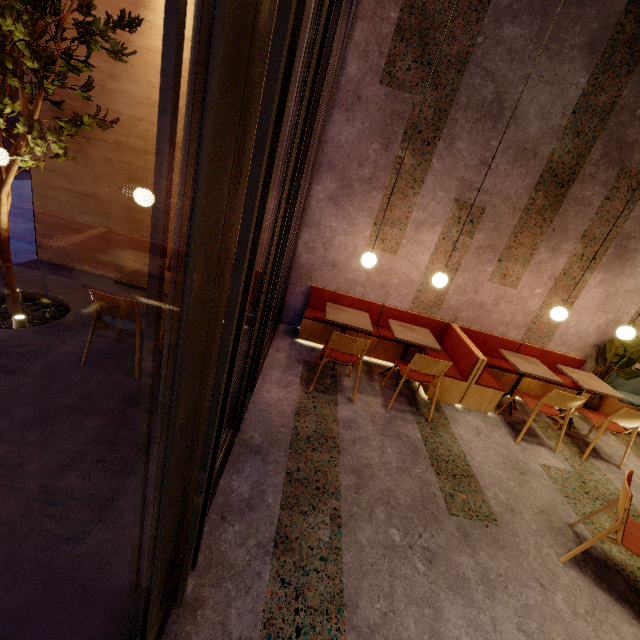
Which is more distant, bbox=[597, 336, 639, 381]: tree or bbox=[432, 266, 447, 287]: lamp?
bbox=[597, 336, 639, 381]: tree

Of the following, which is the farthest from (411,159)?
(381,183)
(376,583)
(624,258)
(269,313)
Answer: (376,583)

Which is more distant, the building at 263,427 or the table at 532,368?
the table at 532,368

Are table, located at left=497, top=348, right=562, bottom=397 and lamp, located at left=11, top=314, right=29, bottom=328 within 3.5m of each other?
no

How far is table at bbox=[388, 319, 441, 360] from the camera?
4.2 meters

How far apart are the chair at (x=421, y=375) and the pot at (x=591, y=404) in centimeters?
323cm

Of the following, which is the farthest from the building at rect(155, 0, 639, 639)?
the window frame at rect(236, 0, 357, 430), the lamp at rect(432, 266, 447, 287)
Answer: the lamp at rect(432, 266, 447, 287)

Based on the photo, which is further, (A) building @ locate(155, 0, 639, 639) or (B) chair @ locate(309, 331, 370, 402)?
(B) chair @ locate(309, 331, 370, 402)
